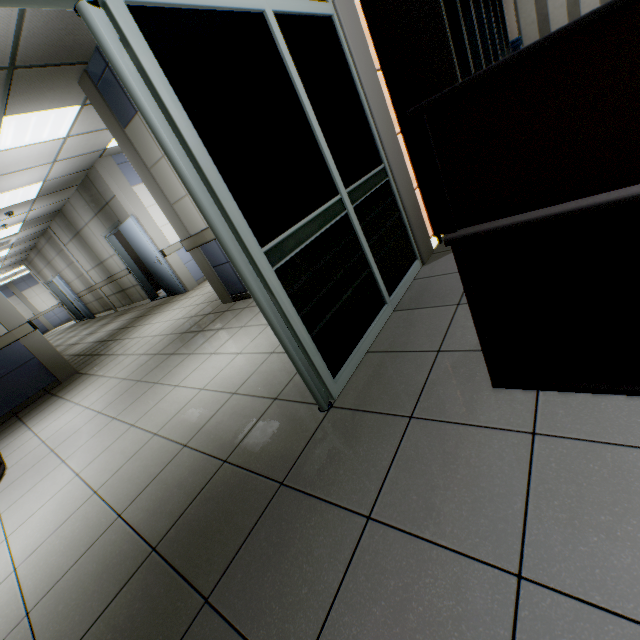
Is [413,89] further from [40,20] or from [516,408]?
[40,20]

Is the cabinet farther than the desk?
Yes

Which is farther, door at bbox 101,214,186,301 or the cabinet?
door at bbox 101,214,186,301

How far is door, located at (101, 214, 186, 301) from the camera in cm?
741

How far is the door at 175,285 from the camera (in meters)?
7.41

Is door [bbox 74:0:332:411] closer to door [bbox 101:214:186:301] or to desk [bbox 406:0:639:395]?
desk [bbox 406:0:639:395]

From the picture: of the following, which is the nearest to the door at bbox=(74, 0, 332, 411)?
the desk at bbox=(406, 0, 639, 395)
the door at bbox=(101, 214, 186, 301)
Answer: the desk at bbox=(406, 0, 639, 395)

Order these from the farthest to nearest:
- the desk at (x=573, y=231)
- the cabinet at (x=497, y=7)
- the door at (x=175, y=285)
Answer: the door at (x=175, y=285)
the cabinet at (x=497, y=7)
the desk at (x=573, y=231)
